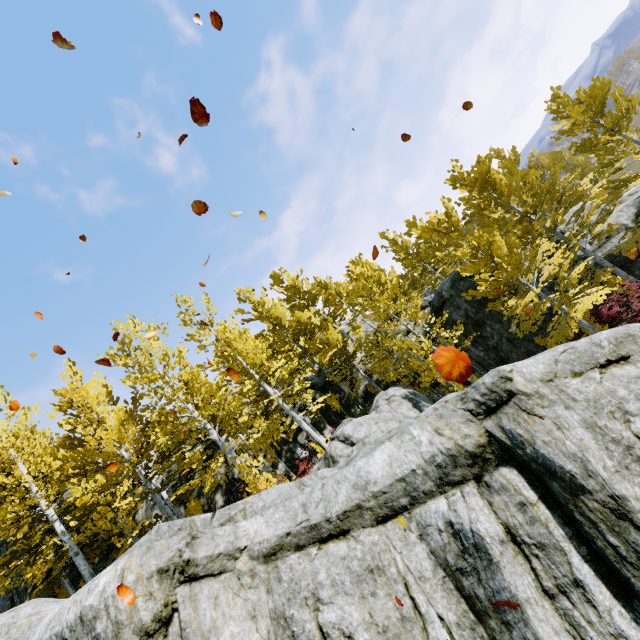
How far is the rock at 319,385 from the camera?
19.9m

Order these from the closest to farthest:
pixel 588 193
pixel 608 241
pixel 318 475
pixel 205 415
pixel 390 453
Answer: pixel 390 453, pixel 318 475, pixel 205 415, pixel 608 241, pixel 588 193

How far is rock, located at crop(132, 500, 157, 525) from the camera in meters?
15.2 m

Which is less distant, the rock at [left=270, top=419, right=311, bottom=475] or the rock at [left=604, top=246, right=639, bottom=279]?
the rock at [left=604, top=246, right=639, bottom=279]

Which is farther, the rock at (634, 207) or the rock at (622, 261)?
the rock at (634, 207)
